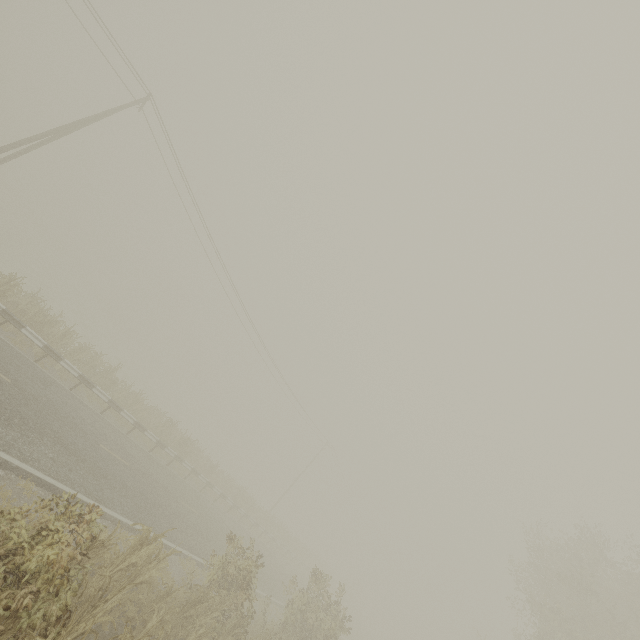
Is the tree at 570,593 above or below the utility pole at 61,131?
above

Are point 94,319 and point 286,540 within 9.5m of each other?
no

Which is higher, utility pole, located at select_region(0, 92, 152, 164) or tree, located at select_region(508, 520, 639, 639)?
tree, located at select_region(508, 520, 639, 639)
